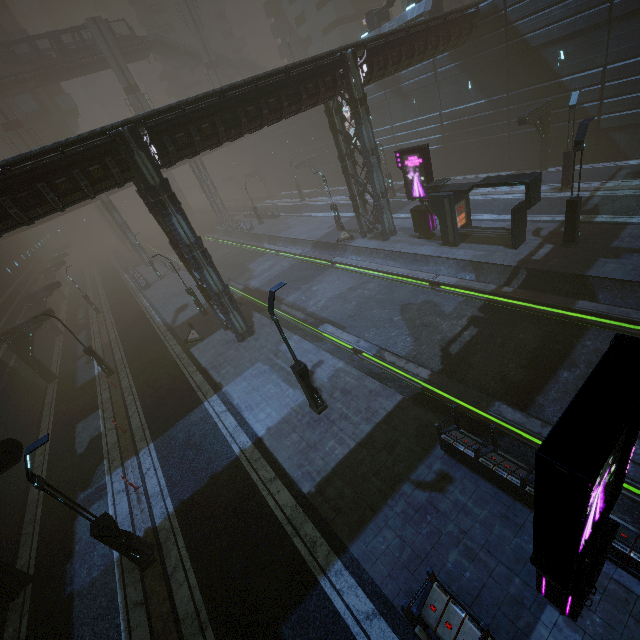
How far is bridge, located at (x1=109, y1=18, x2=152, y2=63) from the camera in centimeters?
4769cm

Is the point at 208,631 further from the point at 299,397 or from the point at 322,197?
the point at 322,197

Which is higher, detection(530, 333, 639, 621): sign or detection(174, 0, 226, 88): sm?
detection(174, 0, 226, 88): sm

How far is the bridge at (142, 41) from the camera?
47.7 meters

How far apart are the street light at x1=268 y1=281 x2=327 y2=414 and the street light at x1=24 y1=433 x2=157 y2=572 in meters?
6.6

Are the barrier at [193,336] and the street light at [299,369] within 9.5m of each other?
no

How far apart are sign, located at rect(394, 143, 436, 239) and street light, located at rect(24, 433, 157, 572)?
21.5m

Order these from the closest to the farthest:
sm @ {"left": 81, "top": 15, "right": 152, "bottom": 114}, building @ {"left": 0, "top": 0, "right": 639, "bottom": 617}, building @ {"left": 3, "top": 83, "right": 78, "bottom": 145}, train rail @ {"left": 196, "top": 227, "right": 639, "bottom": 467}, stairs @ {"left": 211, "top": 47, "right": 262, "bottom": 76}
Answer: train rail @ {"left": 196, "top": 227, "right": 639, "bottom": 467}, building @ {"left": 0, "top": 0, "right": 639, "bottom": 617}, sm @ {"left": 81, "top": 15, "right": 152, "bottom": 114}, building @ {"left": 3, "top": 83, "right": 78, "bottom": 145}, stairs @ {"left": 211, "top": 47, "right": 262, "bottom": 76}
